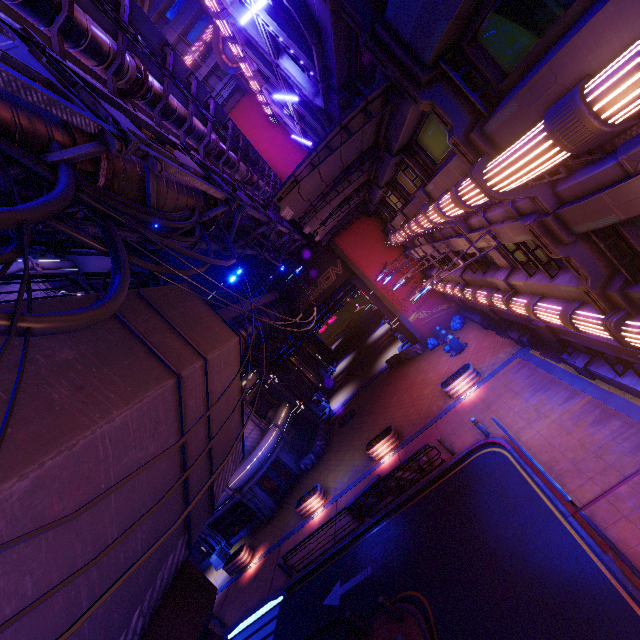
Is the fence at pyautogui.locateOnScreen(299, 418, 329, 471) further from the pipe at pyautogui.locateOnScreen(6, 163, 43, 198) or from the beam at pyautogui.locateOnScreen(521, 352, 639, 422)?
the beam at pyautogui.locateOnScreen(521, 352, 639, 422)

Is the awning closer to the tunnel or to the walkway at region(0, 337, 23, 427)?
the walkway at region(0, 337, 23, 427)

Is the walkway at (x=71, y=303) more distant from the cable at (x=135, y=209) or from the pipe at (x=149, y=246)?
the cable at (x=135, y=209)

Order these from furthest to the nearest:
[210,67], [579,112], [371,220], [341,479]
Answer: [210,67] → [371,220] → [341,479] → [579,112]

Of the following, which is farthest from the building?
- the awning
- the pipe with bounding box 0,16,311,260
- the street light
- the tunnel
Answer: the awning

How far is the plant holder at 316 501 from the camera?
20.7m

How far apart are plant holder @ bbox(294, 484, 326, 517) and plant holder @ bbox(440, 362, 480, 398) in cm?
1021

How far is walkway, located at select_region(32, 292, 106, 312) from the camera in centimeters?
601cm
